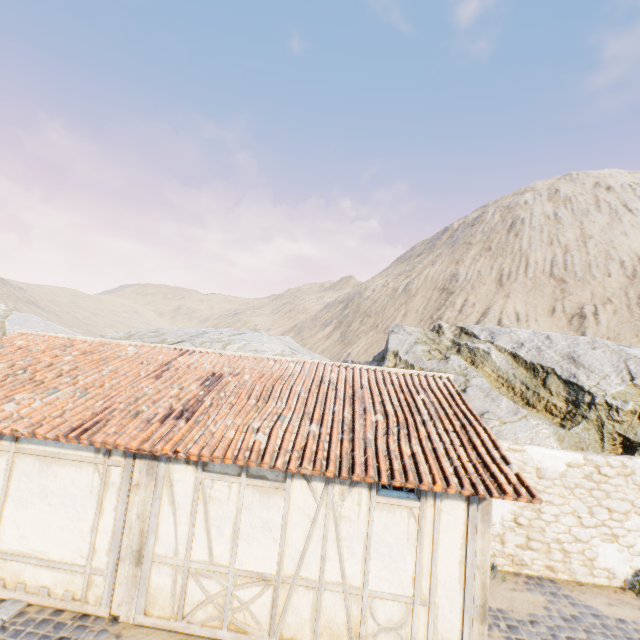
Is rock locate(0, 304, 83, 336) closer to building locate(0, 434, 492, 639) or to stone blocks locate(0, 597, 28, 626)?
stone blocks locate(0, 597, 28, 626)

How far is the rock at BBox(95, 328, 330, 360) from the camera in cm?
1967

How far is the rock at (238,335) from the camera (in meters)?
19.67

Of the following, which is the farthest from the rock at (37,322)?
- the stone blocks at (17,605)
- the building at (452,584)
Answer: the building at (452,584)

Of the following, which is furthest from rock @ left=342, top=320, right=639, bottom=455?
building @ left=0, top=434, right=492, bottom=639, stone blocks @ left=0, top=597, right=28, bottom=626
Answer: building @ left=0, top=434, right=492, bottom=639

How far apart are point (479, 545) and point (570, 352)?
11.3 meters
